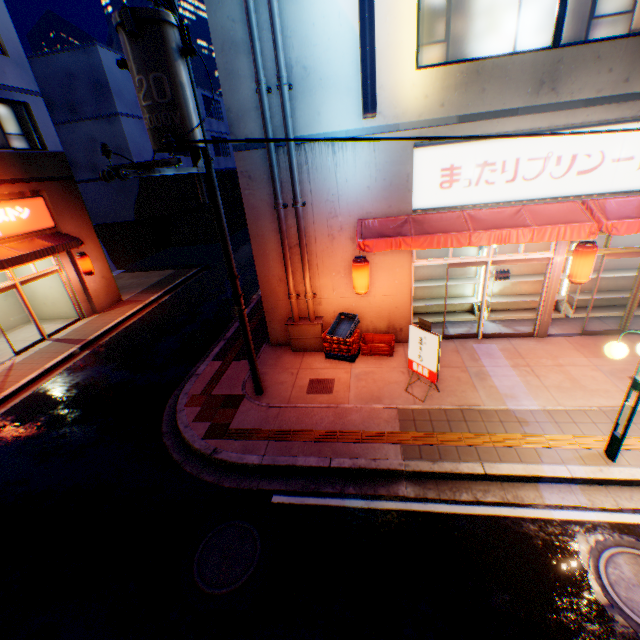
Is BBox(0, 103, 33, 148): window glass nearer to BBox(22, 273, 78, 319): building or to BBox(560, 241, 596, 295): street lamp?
BBox(22, 273, 78, 319): building

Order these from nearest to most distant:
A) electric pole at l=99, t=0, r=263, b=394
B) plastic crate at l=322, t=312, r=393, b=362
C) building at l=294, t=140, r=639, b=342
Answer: electric pole at l=99, t=0, r=263, b=394 → building at l=294, t=140, r=639, b=342 → plastic crate at l=322, t=312, r=393, b=362

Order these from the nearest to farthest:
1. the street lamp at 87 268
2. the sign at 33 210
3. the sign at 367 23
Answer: the sign at 367 23, the sign at 33 210, the street lamp at 87 268

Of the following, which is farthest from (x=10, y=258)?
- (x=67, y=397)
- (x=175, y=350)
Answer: → (x=175, y=350)

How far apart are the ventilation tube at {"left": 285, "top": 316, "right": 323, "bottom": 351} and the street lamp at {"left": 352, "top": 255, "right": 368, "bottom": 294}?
1.40m

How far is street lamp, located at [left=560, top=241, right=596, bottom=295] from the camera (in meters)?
7.36

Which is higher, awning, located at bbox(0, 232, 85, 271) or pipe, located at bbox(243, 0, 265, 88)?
pipe, located at bbox(243, 0, 265, 88)

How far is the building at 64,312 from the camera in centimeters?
1403cm
